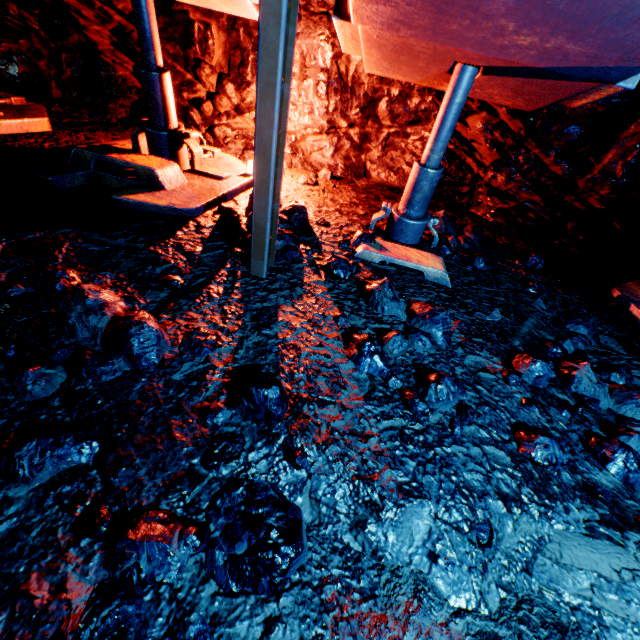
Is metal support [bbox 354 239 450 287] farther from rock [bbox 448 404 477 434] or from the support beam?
the support beam

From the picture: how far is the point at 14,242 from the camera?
1.98m

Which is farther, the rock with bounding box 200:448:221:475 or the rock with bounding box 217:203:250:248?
the rock with bounding box 217:203:250:248

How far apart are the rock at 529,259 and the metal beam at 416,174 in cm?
113

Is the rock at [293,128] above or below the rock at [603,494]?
above

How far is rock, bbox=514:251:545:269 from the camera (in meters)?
3.45

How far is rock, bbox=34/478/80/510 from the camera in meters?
1.1 m
